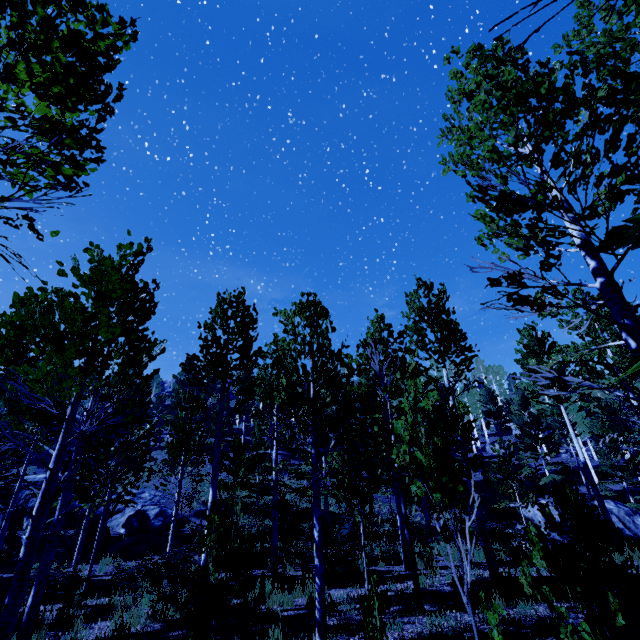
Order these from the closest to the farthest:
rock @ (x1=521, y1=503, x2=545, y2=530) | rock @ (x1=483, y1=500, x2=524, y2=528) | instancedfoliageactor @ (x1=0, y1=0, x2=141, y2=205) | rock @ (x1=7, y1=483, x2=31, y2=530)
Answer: instancedfoliageactor @ (x1=0, y1=0, x2=141, y2=205)
rock @ (x1=521, y1=503, x2=545, y2=530)
rock @ (x1=483, y1=500, x2=524, y2=528)
rock @ (x1=7, y1=483, x2=31, y2=530)

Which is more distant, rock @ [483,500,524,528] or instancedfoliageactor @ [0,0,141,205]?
rock @ [483,500,524,528]

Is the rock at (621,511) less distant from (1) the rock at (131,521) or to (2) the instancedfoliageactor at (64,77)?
(2) the instancedfoliageactor at (64,77)

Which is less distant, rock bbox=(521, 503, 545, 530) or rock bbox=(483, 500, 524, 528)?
rock bbox=(521, 503, 545, 530)

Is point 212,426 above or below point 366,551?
above

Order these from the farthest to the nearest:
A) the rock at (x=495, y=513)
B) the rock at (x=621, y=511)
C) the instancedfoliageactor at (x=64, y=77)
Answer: the rock at (x=495, y=513) → the rock at (x=621, y=511) → the instancedfoliageactor at (x=64, y=77)

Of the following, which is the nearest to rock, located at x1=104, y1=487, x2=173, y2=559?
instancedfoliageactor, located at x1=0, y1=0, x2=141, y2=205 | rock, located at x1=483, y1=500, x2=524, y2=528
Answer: instancedfoliageactor, located at x1=0, y1=0, x2=141, y2=205

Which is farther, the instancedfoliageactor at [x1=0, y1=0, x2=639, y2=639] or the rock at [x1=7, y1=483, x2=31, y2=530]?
the rock at [x1=7, y1=483, x2=31, y2=530]
